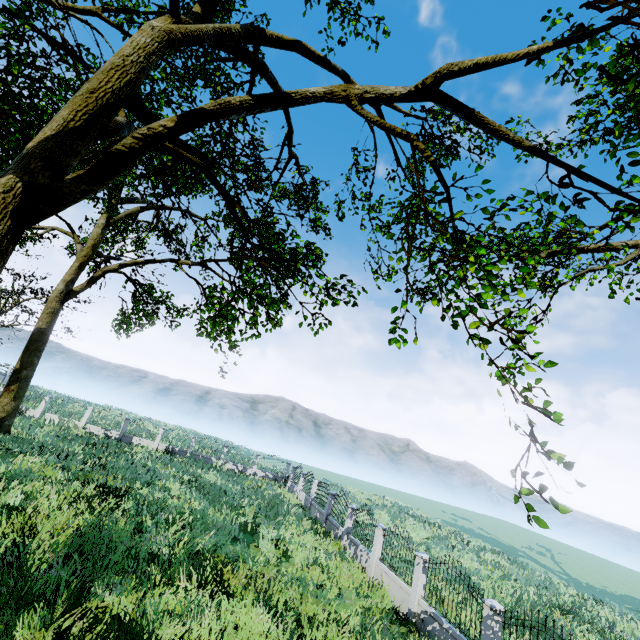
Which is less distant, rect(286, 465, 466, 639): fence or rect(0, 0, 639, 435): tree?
rect(0, 0, 639, 435): tree

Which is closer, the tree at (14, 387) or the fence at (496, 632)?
the tree at (14, 387)

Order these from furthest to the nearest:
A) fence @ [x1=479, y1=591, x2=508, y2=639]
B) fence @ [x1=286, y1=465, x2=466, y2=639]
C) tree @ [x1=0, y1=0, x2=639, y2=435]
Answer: fence @ [x1=286, y1=465, x2=466, y2=639]
fence @ [x1=479, y1=591, x2=508, y2=639]
tree @ [x1=0, y1=0, x2=639, y2=435]

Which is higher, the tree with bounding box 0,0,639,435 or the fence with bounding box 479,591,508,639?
the tree with bounding box 0,0,639,435

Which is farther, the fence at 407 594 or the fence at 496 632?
the fence at 407 594

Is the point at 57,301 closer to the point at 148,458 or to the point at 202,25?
the point at 148,458
